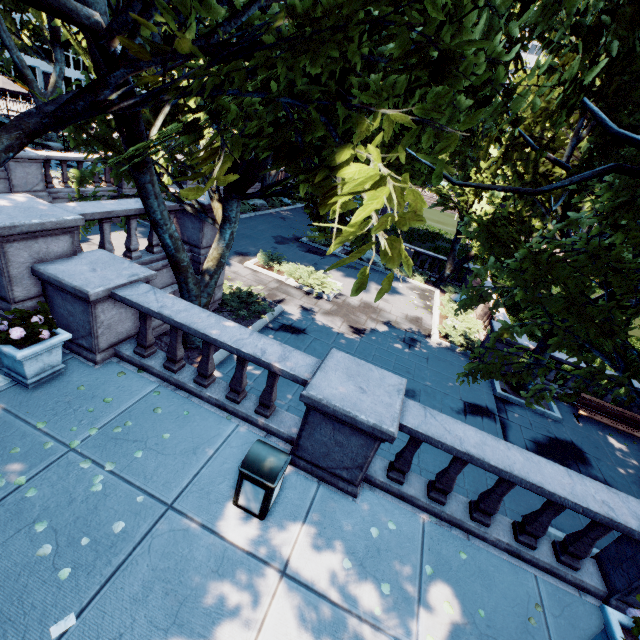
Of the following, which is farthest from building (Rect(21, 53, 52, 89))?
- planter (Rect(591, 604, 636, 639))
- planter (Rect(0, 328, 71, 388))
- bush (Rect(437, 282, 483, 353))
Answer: planter (Rect(591, 604, 636, 639))

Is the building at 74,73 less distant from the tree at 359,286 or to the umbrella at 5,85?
the tree at 359,286

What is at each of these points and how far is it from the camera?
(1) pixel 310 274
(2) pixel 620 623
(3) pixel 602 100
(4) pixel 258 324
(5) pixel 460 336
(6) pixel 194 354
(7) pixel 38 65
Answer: (1) bush, 16.5m
(2) planter, 3.8m
(3) tree, 5.7m
(4) planter, 11.6m
(5) bush, 15.1m
(6) planter, 9.4m
(7) building, 54.1m

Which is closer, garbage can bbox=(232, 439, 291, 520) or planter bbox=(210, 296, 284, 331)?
garbage can bbox=(232, 439, 291, 520)

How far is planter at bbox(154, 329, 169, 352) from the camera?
9.22m

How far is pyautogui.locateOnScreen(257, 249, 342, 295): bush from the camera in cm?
1584

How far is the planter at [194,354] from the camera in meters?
9.0 m

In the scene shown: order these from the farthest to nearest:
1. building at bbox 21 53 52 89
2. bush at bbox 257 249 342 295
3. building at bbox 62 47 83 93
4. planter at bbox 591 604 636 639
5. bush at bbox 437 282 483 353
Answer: building at bbox 62 47 83 93
building at bbox 21 53 52 89
bush at bbox 257 249 342 295
bush at bbox 437 282 483 353
planter at bbox 591 604 636 639
